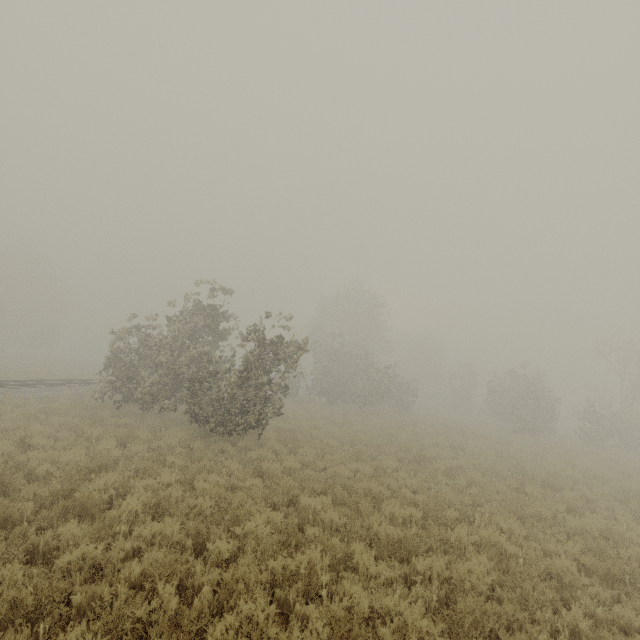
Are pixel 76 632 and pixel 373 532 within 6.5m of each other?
yes

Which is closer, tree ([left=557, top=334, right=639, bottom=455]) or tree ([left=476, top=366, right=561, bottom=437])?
tree ([left=557, top=334, right=639, bottom=455])

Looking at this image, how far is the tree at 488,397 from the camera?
28.69m

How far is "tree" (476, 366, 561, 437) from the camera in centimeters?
2869cm

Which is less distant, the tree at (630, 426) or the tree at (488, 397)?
the tree at (630, 426)
